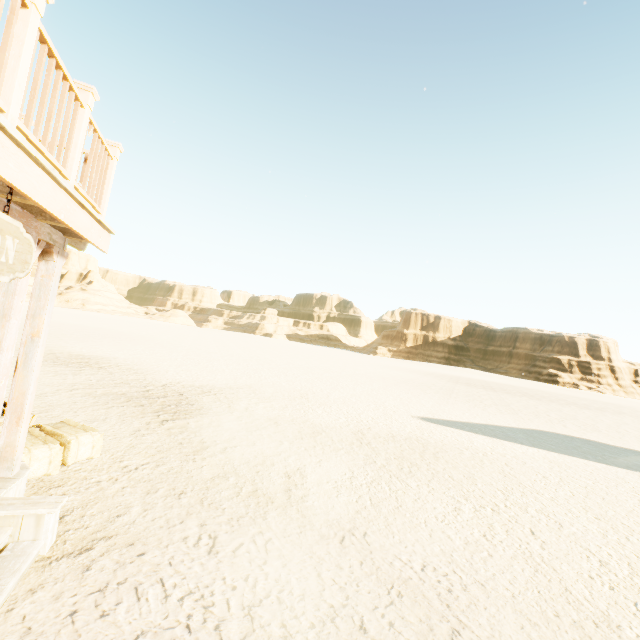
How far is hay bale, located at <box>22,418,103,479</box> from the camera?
4.3 meters

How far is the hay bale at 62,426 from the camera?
4.32m

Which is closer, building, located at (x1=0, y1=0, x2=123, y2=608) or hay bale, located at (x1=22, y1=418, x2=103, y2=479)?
building, located at (x1=0, y1=0, x2=123, y2=608)

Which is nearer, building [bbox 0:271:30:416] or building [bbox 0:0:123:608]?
building [bbox 0:0:123:608]

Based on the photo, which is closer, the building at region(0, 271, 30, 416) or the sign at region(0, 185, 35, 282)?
the sign at region(0, 185, 35, 282)

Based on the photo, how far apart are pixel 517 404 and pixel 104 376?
25.4m

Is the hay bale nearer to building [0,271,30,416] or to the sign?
building [0,271,30,416]

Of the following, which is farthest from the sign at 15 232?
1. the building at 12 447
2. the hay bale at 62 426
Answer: the hay bale at 62 426
